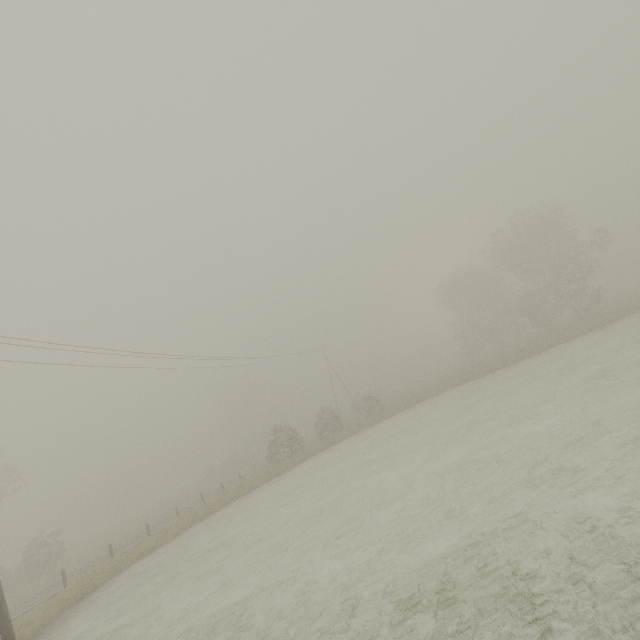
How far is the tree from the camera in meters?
48.0

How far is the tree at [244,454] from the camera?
48.04m

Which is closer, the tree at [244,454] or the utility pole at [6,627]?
the utility pole at [6,627]

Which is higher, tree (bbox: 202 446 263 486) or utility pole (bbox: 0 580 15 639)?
tree (bbox: 202 446 263 486)

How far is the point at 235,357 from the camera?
27.88m

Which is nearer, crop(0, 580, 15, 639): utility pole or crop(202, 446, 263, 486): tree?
crop(0, 580, 15, 639): utility pole
